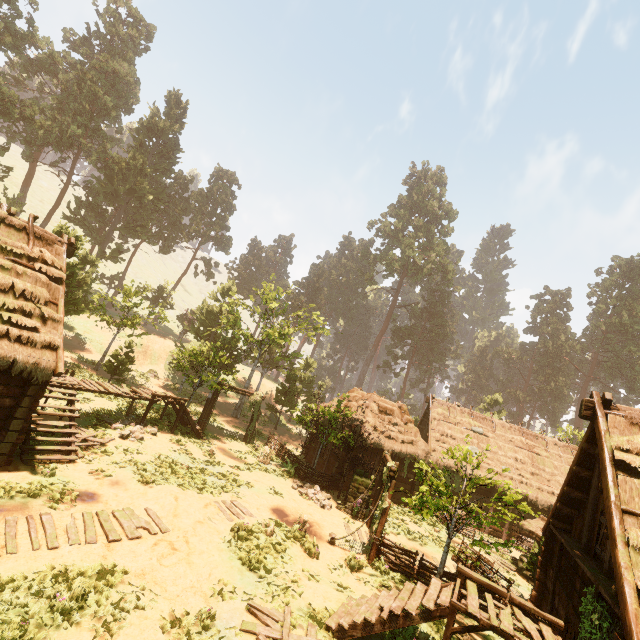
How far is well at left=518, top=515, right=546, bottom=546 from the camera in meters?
16.4

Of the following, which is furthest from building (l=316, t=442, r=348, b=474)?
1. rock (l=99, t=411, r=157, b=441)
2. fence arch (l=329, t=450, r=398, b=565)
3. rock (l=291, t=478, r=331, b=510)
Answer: fence arch (l=329, t=450, r=398, b=565)

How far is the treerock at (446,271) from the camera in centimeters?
5538cm

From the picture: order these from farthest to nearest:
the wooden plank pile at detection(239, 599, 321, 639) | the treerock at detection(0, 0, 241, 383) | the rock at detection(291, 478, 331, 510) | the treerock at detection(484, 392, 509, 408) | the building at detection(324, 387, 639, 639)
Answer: the treerock at detection(484, 392, 509, 408) < the treerock at detection(0, 0, 241, 383) < the rock at detection(291, 478, 331, 510) < the wooden plank pile at detection(239, 599, 321, 639) < the building at detection(324, 387, 639, 639)

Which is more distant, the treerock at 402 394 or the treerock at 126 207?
the treerock at 402 394

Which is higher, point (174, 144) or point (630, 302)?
point (630, 302)

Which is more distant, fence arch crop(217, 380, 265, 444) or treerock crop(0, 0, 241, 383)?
treerock crop(0, 0, 241, 383)

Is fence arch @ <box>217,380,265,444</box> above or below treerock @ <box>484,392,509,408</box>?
below
